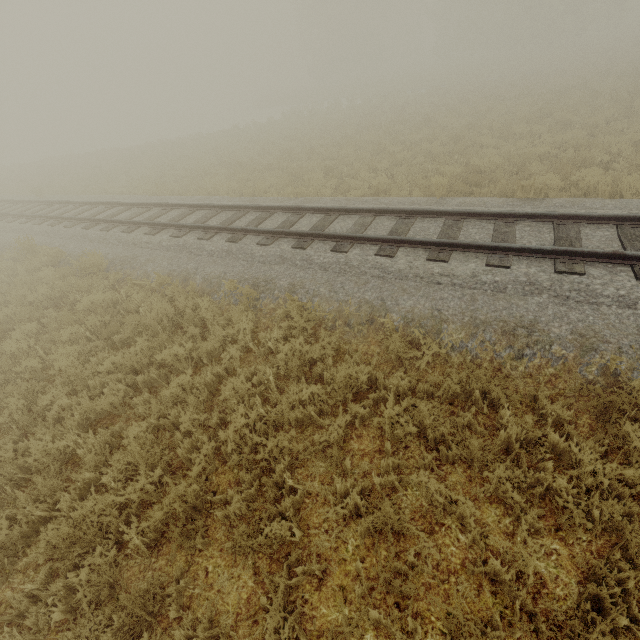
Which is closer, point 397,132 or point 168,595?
point 168,595
